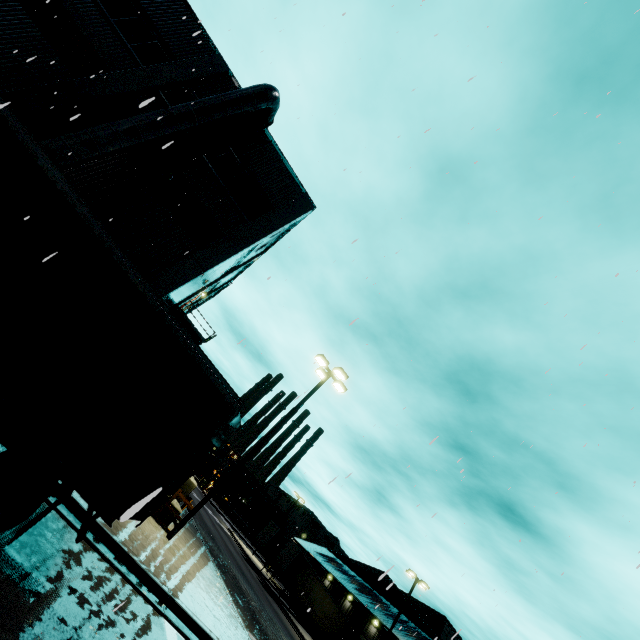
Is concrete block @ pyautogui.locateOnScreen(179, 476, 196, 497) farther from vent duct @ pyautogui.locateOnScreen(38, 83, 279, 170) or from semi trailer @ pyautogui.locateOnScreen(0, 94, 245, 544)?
semi trailer @ pyautogui.locateOnScreen(0, 94, 245, 544)

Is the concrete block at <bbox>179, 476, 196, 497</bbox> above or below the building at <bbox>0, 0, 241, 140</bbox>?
below

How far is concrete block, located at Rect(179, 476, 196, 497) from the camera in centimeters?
1434cm

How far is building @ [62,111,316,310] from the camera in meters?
13.2

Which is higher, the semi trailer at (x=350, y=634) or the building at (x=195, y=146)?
the building at (x=195, y=146)

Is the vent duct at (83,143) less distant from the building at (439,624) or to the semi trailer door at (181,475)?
the building at (439,624)

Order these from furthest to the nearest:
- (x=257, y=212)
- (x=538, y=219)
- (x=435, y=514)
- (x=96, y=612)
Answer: (x=257, y=212) < (x=538, y=219) < (x=435, y=514) < (x=96, y=612)

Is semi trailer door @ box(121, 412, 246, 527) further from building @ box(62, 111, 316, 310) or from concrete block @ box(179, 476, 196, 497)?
concrete block @ box(179, 476, 196, 497)
